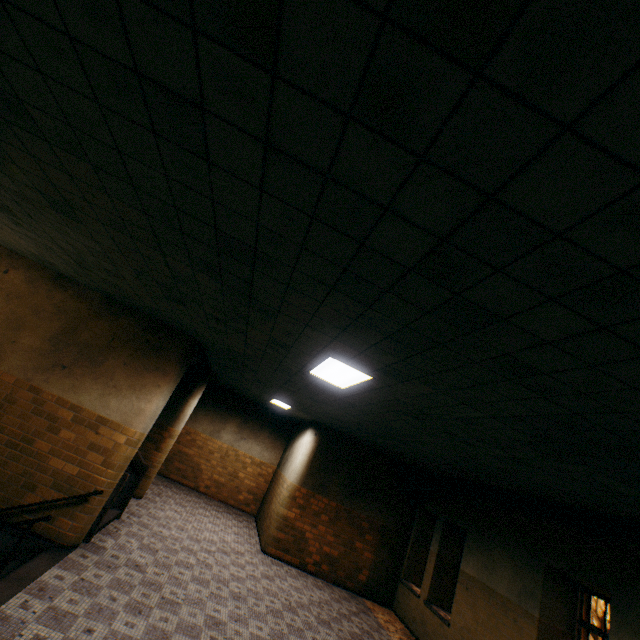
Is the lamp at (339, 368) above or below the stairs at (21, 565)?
above

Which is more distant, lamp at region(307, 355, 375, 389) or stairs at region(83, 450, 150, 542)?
stairs at region(83, 450, 150, 542)

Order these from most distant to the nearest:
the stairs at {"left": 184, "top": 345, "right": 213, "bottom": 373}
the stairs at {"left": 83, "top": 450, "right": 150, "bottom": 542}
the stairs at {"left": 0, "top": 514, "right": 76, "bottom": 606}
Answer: the stairs at {"left": 184, "top": 345, "right": 213, "bottom": 373} → the stairs at {"left": 83, "top": 450, "right": 150, "bottom": 542} → the stairs at {"left": 0, "top": 514, "right": 76, "bottom": 606}

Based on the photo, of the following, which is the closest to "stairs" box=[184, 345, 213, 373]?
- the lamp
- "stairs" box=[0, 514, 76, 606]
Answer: "stairs" box=[0, 514, 76, 606]

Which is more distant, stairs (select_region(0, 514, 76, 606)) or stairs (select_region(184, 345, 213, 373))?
stairs (select_region(184, 345, 213, 373))

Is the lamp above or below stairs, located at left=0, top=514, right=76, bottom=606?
above

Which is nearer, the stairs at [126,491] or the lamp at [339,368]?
the lamp at [339,368]

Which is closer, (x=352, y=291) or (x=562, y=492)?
(x=352, y=291)
